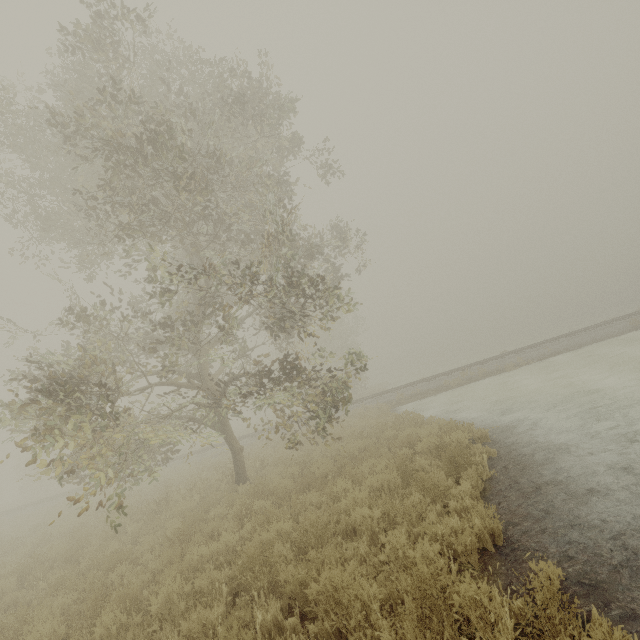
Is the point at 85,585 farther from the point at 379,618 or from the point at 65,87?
the point at 65,87

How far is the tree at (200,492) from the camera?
9.55m

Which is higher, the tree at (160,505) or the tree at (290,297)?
the tree at (290,297)

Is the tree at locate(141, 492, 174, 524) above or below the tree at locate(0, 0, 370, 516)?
below

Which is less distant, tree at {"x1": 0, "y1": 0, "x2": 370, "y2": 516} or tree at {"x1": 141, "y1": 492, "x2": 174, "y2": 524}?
tree at {"x1": 0, "y1": 0, "x2": 370, "y2": 516}

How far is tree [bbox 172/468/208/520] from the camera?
9.6 meters
